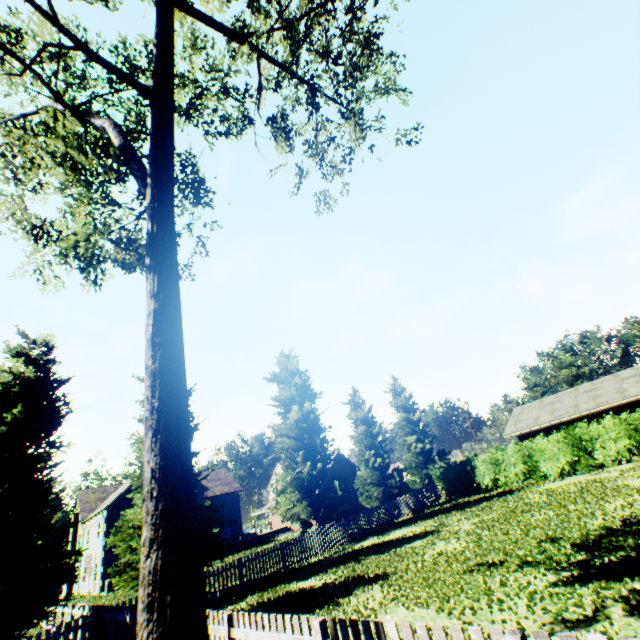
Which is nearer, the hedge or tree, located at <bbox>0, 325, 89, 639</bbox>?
tree, located at <bbox>0, 325, 89, 639</bbox>

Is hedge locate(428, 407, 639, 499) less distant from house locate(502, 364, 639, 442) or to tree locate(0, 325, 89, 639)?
house locate(502, 364, 639, 442)

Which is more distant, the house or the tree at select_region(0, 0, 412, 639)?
the house

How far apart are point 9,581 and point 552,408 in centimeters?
3442cm

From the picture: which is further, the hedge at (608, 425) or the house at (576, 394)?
the house at (576, 394)

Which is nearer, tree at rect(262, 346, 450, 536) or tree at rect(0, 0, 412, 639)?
tree at rect(0, 0, 412, 639)

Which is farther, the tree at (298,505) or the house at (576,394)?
the house at (576,394)

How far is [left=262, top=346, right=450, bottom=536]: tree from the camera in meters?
21.0 m
